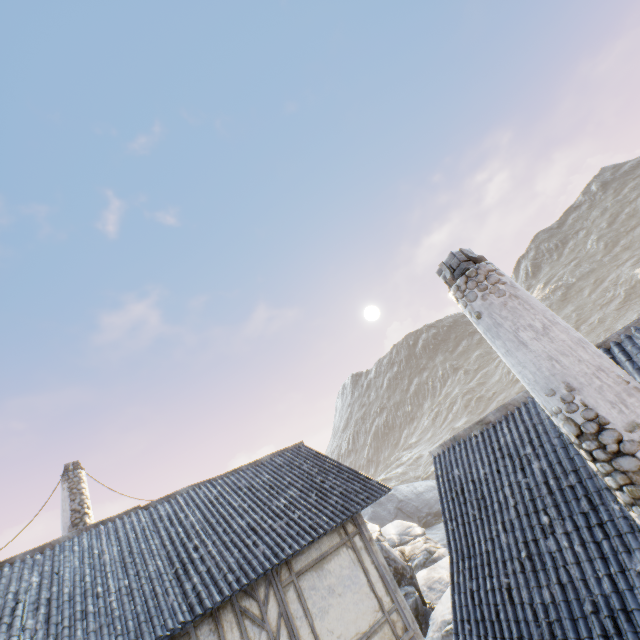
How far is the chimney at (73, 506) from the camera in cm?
1103

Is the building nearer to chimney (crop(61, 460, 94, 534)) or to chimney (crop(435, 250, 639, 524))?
chimney (crop(61, 460, 94, 534))

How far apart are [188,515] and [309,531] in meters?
3.6

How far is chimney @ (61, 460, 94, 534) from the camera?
11.03m

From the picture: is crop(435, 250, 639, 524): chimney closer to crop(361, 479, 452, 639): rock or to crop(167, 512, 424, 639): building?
crop(167, 512, 424, 639): building

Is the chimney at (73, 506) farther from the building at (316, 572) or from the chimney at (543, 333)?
the chimney at (543, 333)

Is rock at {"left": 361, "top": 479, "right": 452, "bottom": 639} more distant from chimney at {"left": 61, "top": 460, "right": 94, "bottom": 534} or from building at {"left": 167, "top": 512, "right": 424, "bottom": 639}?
building at {"left": 167, "top": 512, "right": 424, "bottom": 639}
